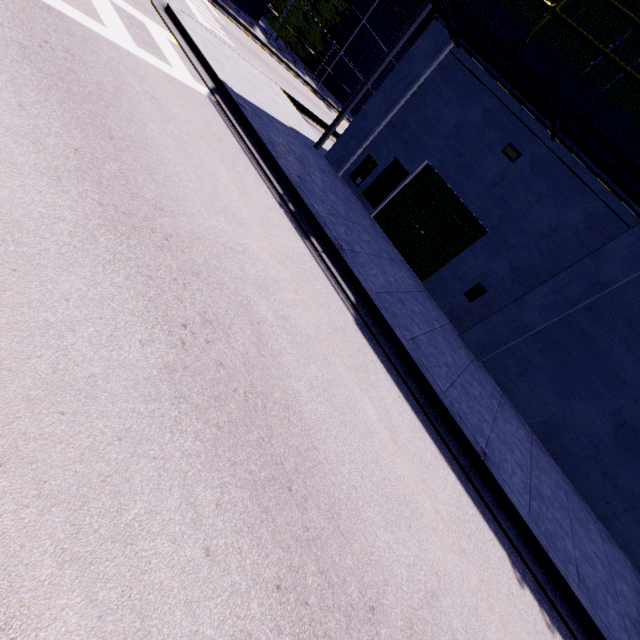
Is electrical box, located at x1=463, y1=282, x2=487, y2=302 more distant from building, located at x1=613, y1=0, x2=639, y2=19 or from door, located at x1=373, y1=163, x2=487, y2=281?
door, located at x1=373, y1=163, x2=487, y2=281

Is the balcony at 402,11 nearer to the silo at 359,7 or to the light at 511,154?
the light at 511,154

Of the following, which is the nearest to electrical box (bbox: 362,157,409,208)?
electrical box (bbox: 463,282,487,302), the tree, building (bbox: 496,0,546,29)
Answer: building (bbox: 496,0,546,29)

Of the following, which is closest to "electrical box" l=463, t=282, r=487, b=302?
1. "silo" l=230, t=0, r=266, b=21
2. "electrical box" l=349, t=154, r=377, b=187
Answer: "electrical box" l=349, t=154, r=377, b=187

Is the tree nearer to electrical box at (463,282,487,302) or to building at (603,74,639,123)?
building at (603,74,639,123)

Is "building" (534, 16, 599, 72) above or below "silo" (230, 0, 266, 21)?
above

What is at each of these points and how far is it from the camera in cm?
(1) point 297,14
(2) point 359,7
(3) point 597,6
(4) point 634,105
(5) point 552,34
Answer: (1) tree, 2506
(2) silo, 2898
(3) building, 763
(4) building, 743
(5) building, 812

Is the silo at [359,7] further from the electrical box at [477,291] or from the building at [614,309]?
the electrical box at [477,291]
